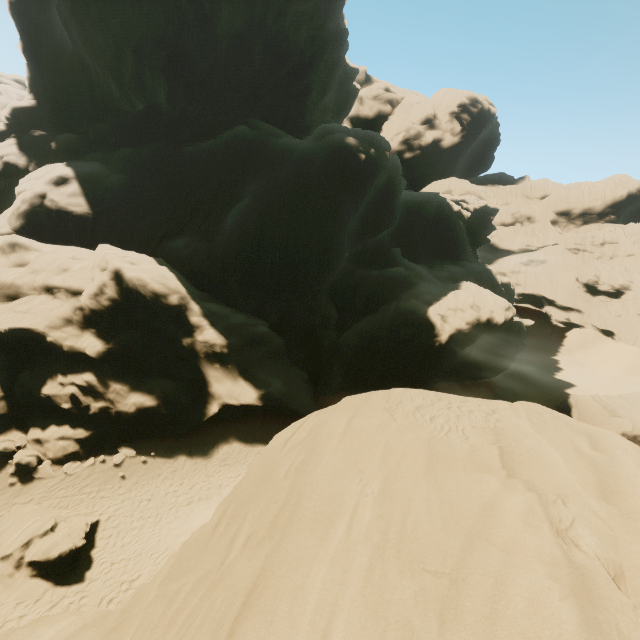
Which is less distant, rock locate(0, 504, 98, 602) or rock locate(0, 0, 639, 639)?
rock locate(0, 0, 639, 639)

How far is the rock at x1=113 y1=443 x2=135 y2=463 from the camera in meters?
19.4 m

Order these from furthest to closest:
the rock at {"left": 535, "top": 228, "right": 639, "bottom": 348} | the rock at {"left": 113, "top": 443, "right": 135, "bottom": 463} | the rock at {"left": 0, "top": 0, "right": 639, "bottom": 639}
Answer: the rock at {"left": 535, "top": 228, "right": 639, "bottom": 348} → the rock at {"left": 113, "top": 443, "right": 135, "bottom": 463} → the rock at {"left": 0, "top": 0, "right": 639, "bottom": 639}

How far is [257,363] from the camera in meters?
26.9 m

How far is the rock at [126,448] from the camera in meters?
19.4

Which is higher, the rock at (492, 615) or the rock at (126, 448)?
the rock at (492, 615)
